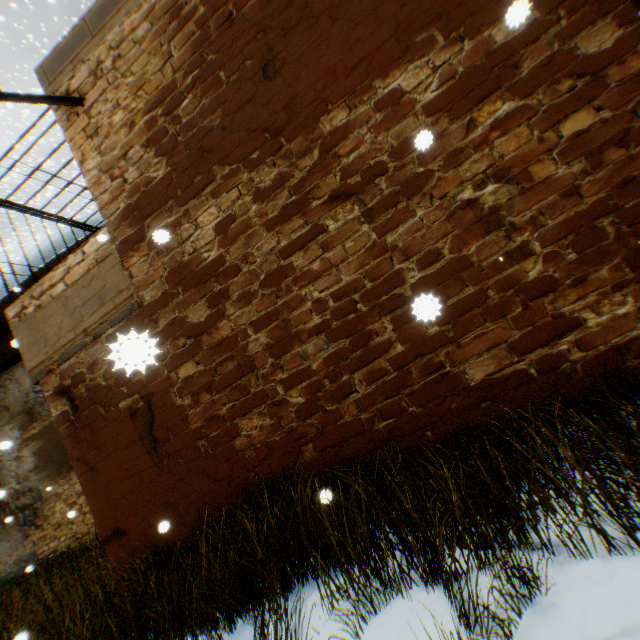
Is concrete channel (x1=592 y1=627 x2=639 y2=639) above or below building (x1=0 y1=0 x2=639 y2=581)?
below

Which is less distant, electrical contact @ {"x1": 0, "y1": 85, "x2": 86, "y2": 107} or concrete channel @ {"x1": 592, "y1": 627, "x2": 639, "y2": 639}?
concrete channel @ {"x1": 592, "y1": 627, "x2": 639, "y2": 639}

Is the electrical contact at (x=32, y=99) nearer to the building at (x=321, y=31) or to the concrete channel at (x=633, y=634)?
the building at (x=321, y=31)

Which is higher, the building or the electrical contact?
the electrical contact

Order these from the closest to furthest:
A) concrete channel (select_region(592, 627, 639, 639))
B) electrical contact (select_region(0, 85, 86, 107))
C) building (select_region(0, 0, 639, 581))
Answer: concrete channel (select_region(592, 627, 639, 639)) → building (select_region(0, 0, 639, 581)) → electrical contact (select_region(0, 85, 86, 107))

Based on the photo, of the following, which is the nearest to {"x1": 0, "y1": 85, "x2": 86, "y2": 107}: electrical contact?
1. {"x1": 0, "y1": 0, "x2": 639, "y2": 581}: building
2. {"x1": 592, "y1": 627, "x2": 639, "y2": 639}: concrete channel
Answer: {"x1": 0, "y1": 0, "x2": 639, "y2": 581}: building

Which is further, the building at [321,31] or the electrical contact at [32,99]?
the electrical contact at [32,99]

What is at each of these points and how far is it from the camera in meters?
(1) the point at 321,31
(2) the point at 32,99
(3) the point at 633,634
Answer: (1) building, 3.7 m
(2) electrical contact, 4.4 m
(3) concrete channel, 1.6 m
